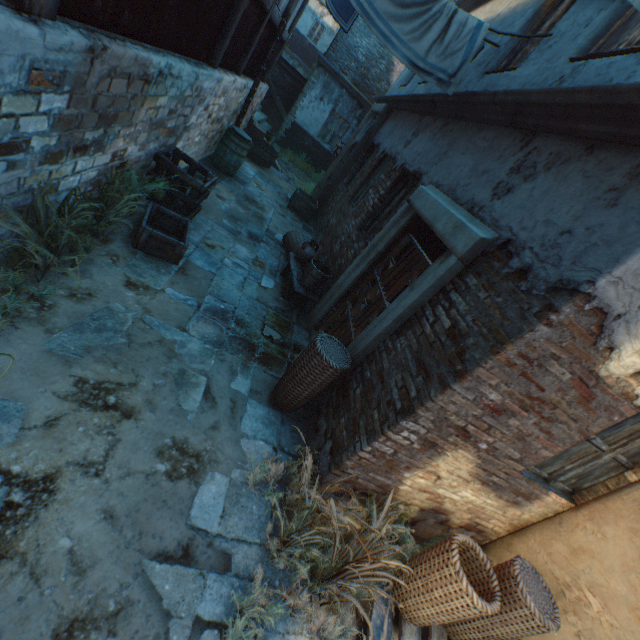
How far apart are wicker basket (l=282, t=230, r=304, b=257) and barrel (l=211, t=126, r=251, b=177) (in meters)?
2.47

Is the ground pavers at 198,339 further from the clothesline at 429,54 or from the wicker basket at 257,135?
the clothesline at 429,54

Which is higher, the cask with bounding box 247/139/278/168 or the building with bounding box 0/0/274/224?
the building with bounding box 0/0/274/224

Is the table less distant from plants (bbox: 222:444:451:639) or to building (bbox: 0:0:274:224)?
building (bbox: 0:0:274:224)

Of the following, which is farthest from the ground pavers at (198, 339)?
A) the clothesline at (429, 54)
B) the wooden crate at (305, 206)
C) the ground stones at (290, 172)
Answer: the clothesline at (429, 54)

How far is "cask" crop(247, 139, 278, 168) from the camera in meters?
10.5

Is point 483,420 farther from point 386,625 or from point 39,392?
point 39,392

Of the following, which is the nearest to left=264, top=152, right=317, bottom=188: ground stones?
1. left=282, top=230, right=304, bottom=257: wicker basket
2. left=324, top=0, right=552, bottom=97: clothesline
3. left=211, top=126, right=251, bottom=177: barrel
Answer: left=211, top=126, right=251, bottom=177: barrel
